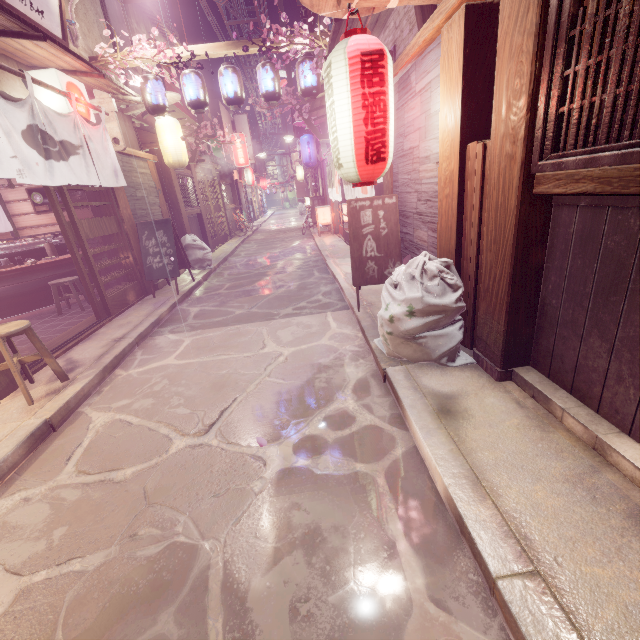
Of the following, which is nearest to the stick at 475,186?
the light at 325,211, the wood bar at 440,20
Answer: the wood bar at 440,20

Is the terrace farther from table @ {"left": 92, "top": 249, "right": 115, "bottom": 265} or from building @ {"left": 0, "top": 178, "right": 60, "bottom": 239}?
table @ {"left": 92, "top": 249, "right": 115, "bottom": 265}

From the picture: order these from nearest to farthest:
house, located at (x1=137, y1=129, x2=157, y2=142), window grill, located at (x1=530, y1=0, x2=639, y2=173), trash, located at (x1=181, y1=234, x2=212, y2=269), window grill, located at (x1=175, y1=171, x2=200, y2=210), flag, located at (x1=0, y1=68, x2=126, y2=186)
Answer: window grill, located at (x1=530, y1=0, x2=639, y2=173) → flag, located at (x1=0, y1=68, x2=126, y2=186) → house, located at (x1=137, y1=129, x2=157, y2=142) → trash, located at (x1=181, y1=234, x2=212, y2=269) → window grill, located at (x1=175, y1=171, x2=200, y2=210)

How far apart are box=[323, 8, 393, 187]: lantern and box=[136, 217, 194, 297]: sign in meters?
8.2 m

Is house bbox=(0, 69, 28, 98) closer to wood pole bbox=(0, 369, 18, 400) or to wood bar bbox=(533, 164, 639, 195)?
wood pole bbox=(0, 369, 18, 400)

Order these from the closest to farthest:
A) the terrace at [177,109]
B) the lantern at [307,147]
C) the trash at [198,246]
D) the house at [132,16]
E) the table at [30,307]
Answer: the table at [30,307] < the trash at [198,246] < the house at [132,16] < the terrace at [177,109] < the lantern at [307,147]

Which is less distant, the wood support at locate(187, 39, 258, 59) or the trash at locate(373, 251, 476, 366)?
the trash at locate(373, 251, 476, 366)

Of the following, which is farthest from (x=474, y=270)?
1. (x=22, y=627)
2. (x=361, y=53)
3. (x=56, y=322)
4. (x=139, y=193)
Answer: (x=139, y=193)
